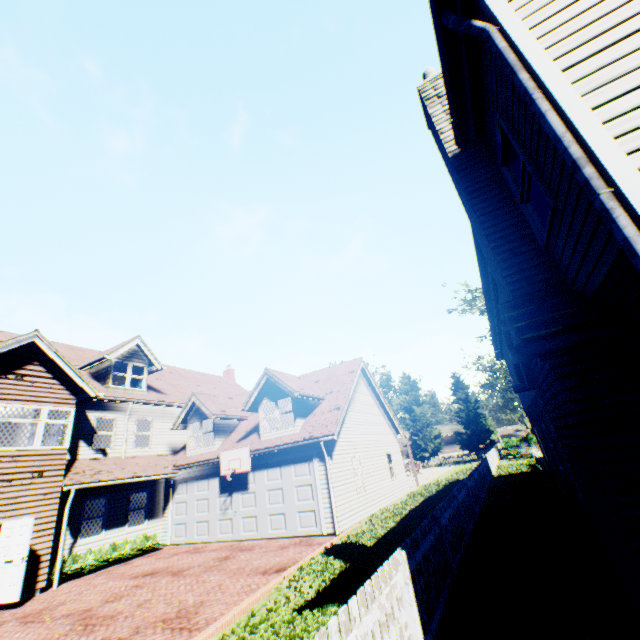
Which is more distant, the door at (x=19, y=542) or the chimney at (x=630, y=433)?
the door at (x=19, y=542)

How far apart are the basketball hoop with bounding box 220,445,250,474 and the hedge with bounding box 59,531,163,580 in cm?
445

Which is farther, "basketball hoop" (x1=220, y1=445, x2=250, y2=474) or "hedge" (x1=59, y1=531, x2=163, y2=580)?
"basketball hoop" (x1=220, y1=445, x2=250, y2=474)

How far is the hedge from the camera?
12.2 meters

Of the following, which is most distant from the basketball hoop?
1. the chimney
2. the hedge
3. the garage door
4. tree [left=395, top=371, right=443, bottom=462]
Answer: tree [left=395, top=371, right=443, bottom=462]

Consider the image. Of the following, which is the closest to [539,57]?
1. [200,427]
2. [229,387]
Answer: [200,427]

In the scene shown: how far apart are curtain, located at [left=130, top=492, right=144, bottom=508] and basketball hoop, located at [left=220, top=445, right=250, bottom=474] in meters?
4.9 m

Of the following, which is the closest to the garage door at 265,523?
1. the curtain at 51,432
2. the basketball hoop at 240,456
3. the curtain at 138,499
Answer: the basketball hoop at 240,456
